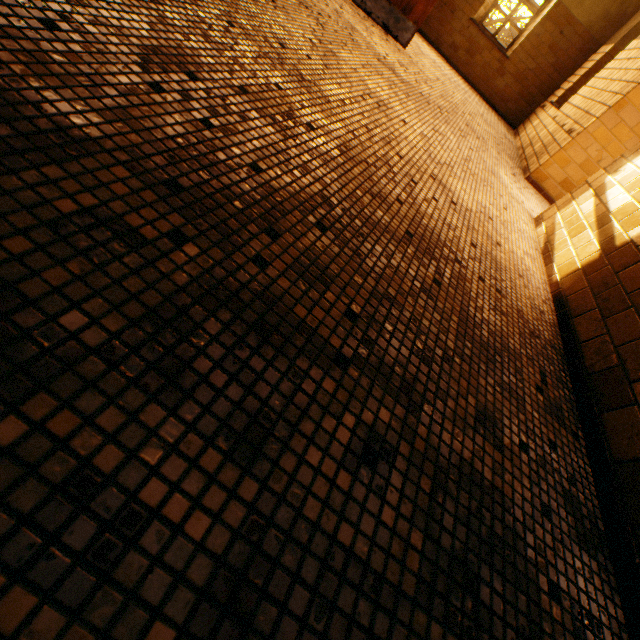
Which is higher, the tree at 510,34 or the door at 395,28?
the tree at 510,34

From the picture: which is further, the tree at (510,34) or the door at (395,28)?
the tree at (510,34)

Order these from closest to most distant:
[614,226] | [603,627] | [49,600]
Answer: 1. [49,600]
2. [603,627]
3. [614,226]

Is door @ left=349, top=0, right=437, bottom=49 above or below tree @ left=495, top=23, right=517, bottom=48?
below

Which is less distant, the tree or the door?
the door

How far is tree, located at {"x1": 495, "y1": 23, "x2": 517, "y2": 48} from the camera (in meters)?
11.69
